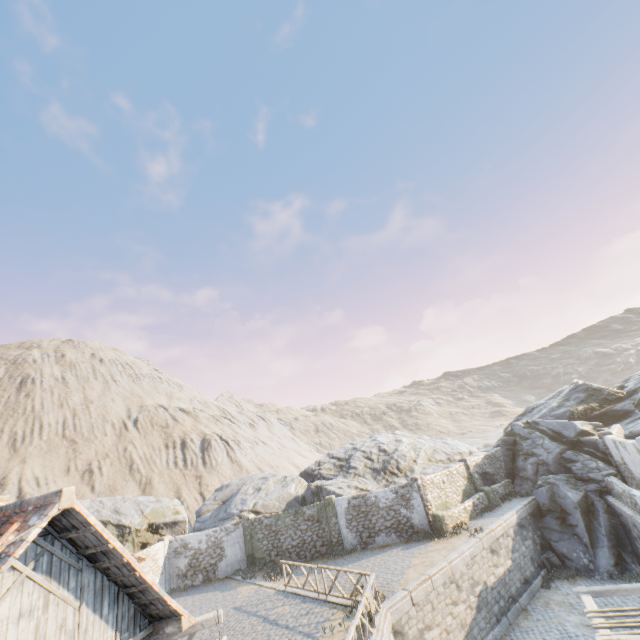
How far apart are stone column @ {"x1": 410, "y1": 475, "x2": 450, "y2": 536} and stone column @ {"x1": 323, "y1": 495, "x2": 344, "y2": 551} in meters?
5.1

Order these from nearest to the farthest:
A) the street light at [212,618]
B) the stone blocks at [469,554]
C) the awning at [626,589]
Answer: the street light at [212,618]
the awning at [626,589]
the stone blocks at [469,554]

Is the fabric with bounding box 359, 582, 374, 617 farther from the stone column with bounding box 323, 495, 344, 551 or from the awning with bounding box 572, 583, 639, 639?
the stone column with bounding box 323, 495, 344, 551

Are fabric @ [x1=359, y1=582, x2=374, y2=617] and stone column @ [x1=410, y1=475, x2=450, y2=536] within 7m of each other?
no

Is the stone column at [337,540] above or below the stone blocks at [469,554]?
above

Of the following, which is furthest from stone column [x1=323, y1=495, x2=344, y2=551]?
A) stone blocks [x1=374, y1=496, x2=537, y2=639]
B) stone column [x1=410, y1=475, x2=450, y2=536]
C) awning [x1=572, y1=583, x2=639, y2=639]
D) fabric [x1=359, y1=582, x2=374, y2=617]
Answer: awning [x1=572, y1=583, x2=639, y2=639]

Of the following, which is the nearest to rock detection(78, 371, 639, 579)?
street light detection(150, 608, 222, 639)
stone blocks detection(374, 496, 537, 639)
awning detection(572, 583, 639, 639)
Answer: stone blocks detection(374, 496, 537, 639)

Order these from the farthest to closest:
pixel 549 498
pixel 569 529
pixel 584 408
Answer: pixel 584 408, pixel 549 498, pixel 569 529
